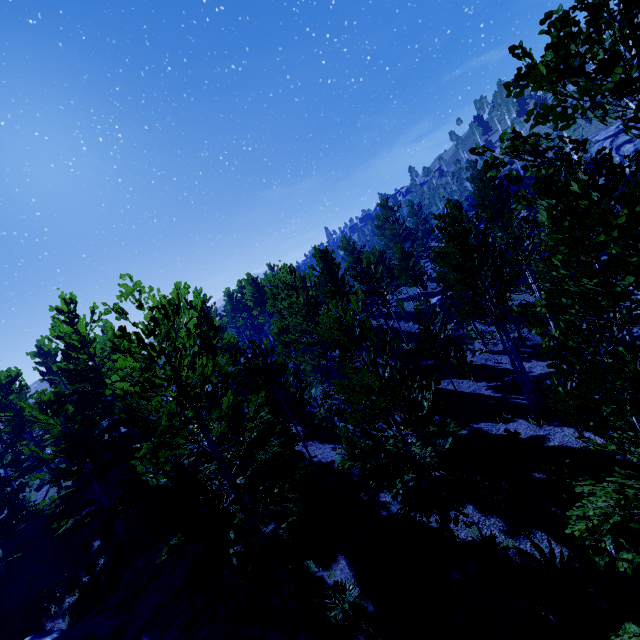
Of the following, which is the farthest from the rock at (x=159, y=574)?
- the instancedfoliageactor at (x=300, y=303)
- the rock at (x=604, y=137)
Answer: the rock at (x=604, y=137)

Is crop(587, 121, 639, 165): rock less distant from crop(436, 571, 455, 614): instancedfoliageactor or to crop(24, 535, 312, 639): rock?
crop(436, 571, 455, 614): instancedfoliageactor

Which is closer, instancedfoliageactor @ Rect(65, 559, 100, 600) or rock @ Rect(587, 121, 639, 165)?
instancedfoliageactor @ Rect(65, 559, 100, 600)

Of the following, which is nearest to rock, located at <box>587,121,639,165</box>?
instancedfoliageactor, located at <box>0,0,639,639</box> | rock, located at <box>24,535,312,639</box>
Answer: instancedfoliageactor, located at <box>0,0,639,639</box>

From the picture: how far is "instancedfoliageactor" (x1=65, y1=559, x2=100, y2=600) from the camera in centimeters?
1141cm

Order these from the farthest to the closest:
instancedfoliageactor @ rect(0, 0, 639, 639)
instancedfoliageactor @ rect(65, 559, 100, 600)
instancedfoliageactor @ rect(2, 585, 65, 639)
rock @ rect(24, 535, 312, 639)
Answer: instancedfoliageactor @ rect(65, 559, 100, 600) < instancedfoliageactor @ rect(2, 585, 65, 639) < rock @ rect(24, 535, 312, 639) < instancedfoliageactor @ rect(0, 0, 639, 639)

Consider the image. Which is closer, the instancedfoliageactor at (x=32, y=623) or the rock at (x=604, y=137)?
the instancedfoliageactor at (x=32, y=623)

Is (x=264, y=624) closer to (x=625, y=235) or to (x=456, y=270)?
(x=625, y=235)
